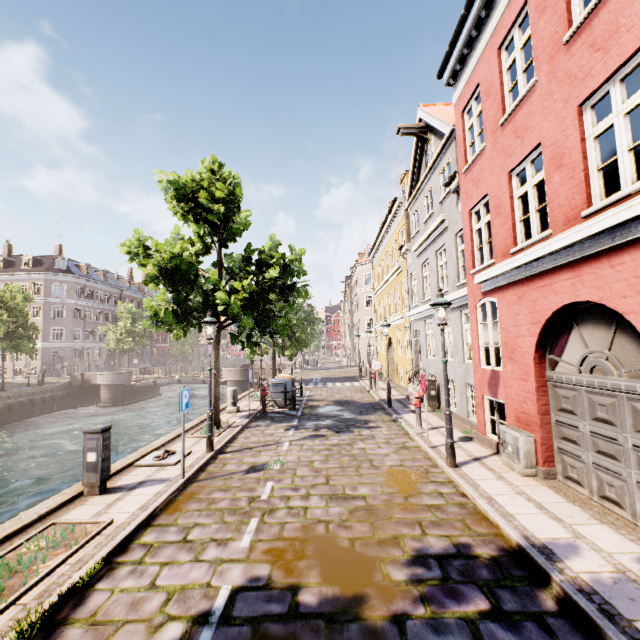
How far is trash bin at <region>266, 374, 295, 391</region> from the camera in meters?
15.5

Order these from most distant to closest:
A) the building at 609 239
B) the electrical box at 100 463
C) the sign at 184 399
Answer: the sign at 184 399
the electrical box at 100 463
the building at 609 239

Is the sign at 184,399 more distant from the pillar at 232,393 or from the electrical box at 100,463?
the pillar at 232,393

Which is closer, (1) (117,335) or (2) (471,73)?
(2) (471,73)

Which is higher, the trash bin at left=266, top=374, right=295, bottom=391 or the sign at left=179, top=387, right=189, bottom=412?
the sign at left=179, top=387, right=189, bottom=412

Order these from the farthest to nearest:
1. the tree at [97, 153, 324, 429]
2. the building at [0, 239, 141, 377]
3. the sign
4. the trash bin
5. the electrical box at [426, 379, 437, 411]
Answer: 1. the building at [0, 239, 141, 377]
2. the trash bin
3. the electrical box at [426, 379, 437, 411]
4. the tree at [97, 153, 324, 429]
5. the sign

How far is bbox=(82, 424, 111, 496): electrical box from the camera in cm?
624

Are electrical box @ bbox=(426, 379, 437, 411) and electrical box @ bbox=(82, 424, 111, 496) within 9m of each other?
no
